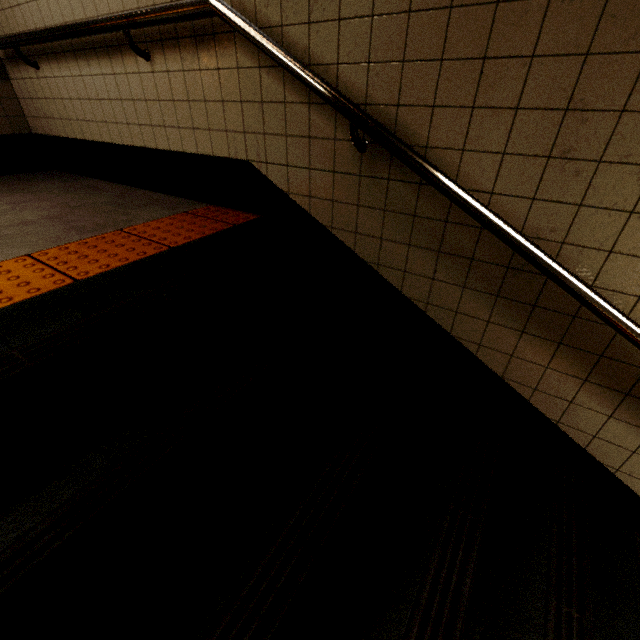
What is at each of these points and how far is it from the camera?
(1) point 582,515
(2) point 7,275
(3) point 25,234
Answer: (1) stairs, 1.5 meters
(2) groundtactileadastrip, 1.4 meters
(3) building, 1.8 meters

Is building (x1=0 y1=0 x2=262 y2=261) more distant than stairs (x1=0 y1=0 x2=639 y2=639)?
Yes

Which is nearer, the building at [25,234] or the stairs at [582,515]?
the stairs at [582,515]
